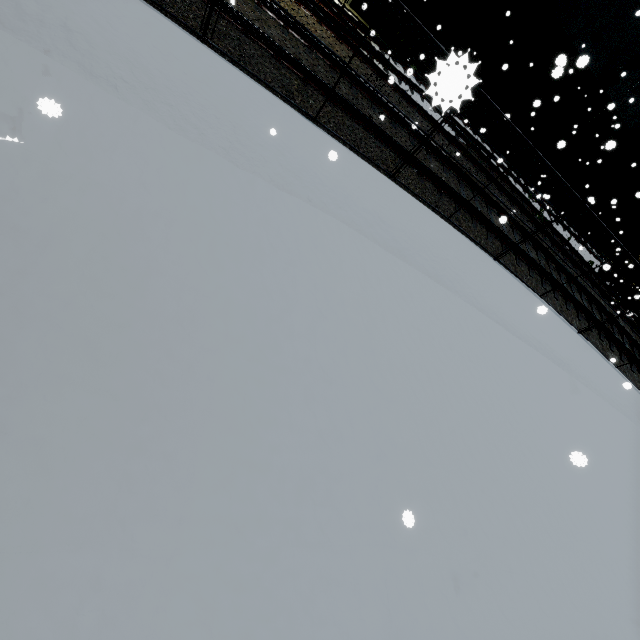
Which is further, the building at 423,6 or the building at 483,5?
the building at 483,5

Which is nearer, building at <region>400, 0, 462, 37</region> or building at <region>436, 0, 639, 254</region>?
building at <region>400, 0, 462, 37</region>

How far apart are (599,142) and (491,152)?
8.3m
